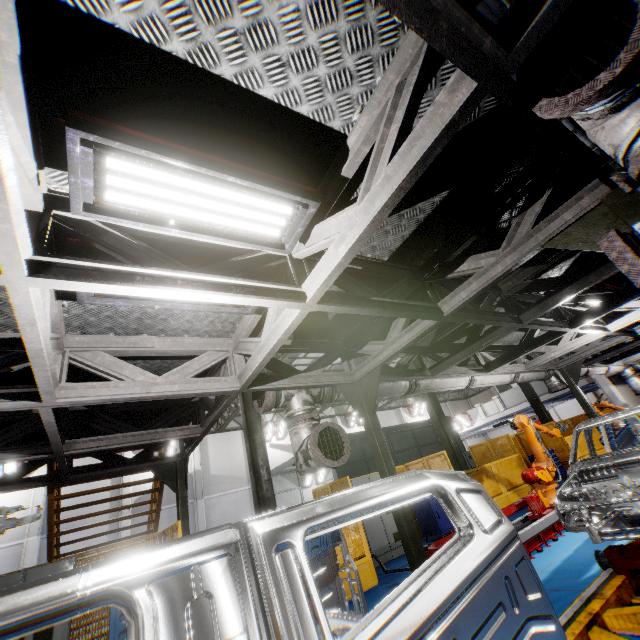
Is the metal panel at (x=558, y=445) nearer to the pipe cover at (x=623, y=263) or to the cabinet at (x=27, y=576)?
the cabinet at (x=27, y=576)

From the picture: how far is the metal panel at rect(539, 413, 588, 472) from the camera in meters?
14.3 m

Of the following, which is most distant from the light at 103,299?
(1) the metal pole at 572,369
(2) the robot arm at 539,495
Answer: (1) the metal pole at 572,369

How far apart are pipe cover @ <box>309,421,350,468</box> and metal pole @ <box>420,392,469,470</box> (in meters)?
9.29

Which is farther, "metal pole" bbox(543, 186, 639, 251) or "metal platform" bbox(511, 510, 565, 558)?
"metal platform" bbox(511, 510, 565, 558)

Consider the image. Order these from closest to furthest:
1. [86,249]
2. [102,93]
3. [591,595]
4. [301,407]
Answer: [102,93], [86,249], [591,595], [301,407]

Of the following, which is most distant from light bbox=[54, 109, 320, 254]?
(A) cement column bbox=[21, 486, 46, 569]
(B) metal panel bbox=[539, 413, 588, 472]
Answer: (A) cement column bbox=[21, 486, 46, 569]

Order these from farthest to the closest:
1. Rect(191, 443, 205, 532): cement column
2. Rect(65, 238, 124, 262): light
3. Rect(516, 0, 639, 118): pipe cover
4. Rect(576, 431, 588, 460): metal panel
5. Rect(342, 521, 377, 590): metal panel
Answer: Answer:
1. Rect(191, 443, 205, 532): cement column
2. Rect(576, 431, 588, 460): metal panel
3. Rect(342, 521, 377, 590): metal panel
4. Rect(65, 238, 124, 262): light
5. Rect(516, 0, 639, 118): pipe cover
